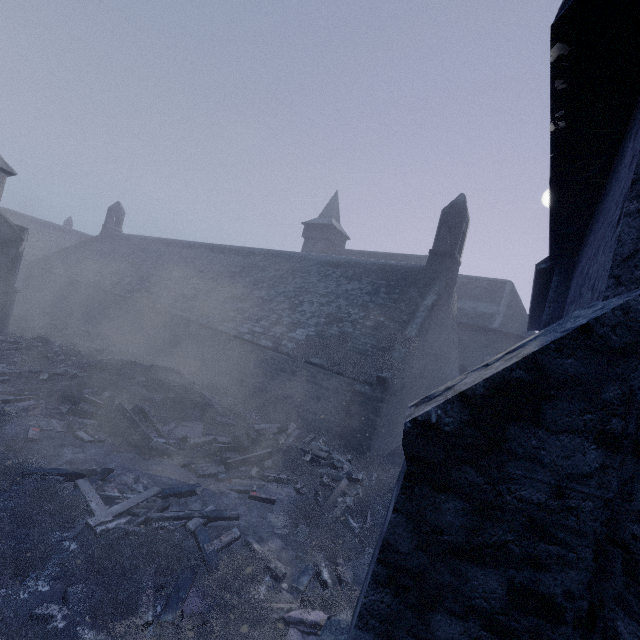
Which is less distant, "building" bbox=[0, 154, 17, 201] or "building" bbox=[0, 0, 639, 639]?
"building" bbox=[0, 0, 639, 639]

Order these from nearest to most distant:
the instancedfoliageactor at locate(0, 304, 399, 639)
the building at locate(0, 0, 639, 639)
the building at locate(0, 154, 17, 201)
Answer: the building at locate(0, 0, 639, 639)
the instancedfoliageactor at locate(0, 304, 399, 639)
the building at locate(0, 154, 17, 201)

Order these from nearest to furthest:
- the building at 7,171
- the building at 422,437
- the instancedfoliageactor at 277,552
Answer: the building at 422,437 < the instancedfoliageactor at 277,552 < the building at 7,171

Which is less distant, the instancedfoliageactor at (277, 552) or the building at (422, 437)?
the building at (422, 437)

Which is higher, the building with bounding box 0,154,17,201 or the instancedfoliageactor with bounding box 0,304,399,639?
the building with bounding box 0,154,17,201

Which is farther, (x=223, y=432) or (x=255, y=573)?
(x=223, y=432)

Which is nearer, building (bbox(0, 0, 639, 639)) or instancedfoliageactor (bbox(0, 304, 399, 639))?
building (bbox(0, 0, 639, 639))
